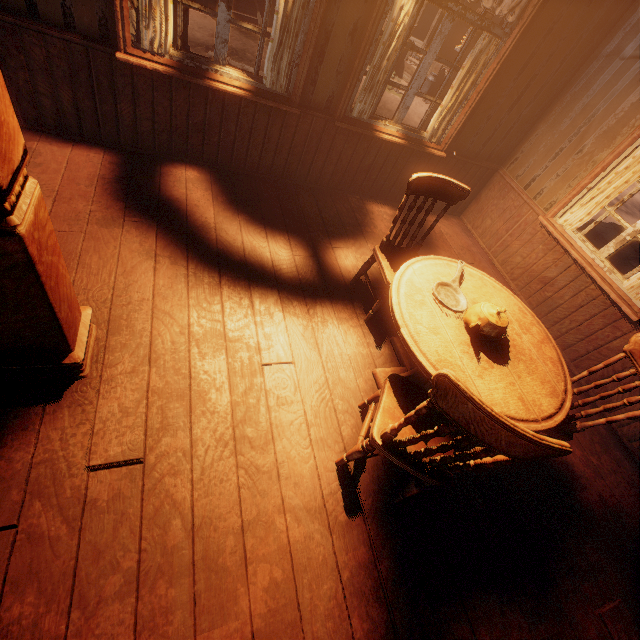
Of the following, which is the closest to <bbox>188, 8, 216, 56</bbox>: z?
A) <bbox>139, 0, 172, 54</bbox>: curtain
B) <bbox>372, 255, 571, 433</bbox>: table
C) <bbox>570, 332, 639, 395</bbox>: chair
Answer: <bbox>139, 0, 172, 54</bbox>: curtain

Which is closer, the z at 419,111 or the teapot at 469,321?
the teapot at 469,321

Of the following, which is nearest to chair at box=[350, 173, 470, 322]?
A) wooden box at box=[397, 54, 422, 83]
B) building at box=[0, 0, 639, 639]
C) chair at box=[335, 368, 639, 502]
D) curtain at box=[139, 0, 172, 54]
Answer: building at box=[0, 0, 639, 639]

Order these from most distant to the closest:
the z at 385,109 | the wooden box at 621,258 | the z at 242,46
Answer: the z at 385,109, the z at 242,46, the wooden box at 621,258

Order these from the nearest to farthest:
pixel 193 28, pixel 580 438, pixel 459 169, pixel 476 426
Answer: pixel 476 426
pixel 580 438
pixel 459 169
pixel 193 28

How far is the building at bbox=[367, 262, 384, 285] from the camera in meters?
3.4 m

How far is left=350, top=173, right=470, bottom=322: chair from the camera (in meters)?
2.48

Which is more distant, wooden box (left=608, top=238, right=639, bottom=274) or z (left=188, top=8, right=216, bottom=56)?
z (left=188, top=8, right=216, bottom=56)
